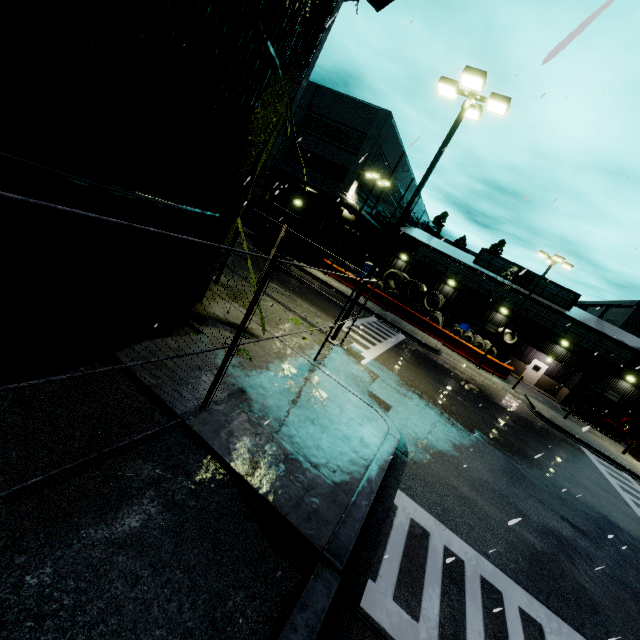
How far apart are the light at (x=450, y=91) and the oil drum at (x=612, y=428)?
31.92m

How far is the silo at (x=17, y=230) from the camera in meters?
3.6 m

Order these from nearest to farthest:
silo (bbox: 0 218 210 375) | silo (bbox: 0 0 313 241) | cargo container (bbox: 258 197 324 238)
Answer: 1. silo (bbox: 0 0 313 241)
2. silo (bbox: 0 218 210 375)
3. cargo container (bbox: 258 197 324 238)

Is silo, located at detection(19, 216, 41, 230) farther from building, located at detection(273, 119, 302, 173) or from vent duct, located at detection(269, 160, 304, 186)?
vent duct, located at detection(269, 160, 304, 186)

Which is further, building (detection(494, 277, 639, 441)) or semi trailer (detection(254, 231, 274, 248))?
building (detection(494, 277, 639, 441))

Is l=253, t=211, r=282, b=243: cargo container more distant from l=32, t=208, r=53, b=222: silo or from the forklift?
the forklift

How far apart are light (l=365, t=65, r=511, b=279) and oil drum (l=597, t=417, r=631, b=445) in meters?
31.9 m

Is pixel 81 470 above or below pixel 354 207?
below
